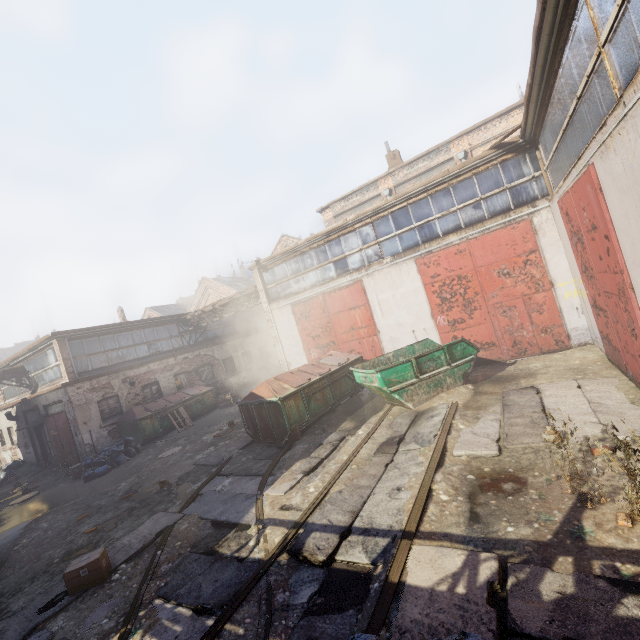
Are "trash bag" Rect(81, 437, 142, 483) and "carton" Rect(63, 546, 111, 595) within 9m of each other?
yes

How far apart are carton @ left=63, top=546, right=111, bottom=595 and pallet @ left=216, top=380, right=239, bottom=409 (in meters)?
12.82

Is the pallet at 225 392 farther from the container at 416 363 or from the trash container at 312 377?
the container at 416 363

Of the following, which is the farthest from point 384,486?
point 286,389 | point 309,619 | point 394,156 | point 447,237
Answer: point 394,156

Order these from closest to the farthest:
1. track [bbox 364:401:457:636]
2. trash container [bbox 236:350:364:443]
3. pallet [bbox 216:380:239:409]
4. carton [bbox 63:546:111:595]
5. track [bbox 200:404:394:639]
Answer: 1. track [bbox 364:401:457:636]
2. track [bbox 200:404:394:639]
3. carton [bbox 63:546:111:595]
4. trash container [bbox 236:350:364:443]
5. pallet [bbox 216:380:239:409]

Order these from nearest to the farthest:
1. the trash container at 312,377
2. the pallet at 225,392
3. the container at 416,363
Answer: the container at 416,363, the trash container at 312,377, the pallet at 225,392

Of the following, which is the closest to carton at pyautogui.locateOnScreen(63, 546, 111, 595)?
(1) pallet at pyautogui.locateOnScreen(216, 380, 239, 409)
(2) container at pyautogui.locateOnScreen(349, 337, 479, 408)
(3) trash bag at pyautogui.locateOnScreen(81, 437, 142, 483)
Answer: (2) container at pyautogui.locateOnScreen(349, 337, 479, 408)

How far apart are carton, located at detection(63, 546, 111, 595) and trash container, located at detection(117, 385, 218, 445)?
10.1 meters
